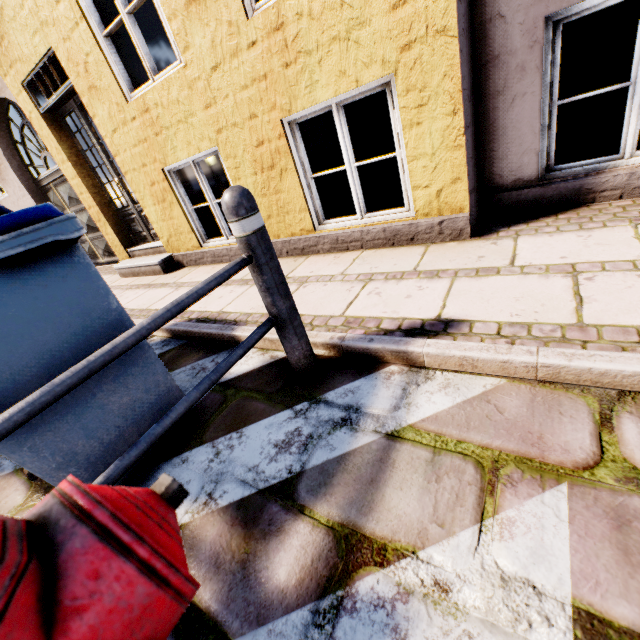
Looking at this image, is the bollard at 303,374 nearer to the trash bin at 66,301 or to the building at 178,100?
the trash bin at 66,301

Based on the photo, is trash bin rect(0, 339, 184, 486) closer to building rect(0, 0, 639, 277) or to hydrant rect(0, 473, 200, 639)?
hydrant rect(0, 473, 200, 639)

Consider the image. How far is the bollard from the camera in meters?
1.5 m

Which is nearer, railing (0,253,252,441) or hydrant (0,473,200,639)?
hydrant (0,473,200,639)

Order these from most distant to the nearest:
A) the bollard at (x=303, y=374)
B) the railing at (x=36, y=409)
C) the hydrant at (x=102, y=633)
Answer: the bollard at (x=303, y=374)
the railing at (x=36, y=409)
the hydrant at (x=102, y=633)

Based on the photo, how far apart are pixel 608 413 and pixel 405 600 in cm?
102

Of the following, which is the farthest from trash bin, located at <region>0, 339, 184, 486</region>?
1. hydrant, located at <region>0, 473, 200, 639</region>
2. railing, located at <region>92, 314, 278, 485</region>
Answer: hydrant, located at <region>0, 473, 200, 639</region>

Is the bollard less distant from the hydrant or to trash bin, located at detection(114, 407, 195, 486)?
trash bin, located at detection(114, 407, 195, 486)
